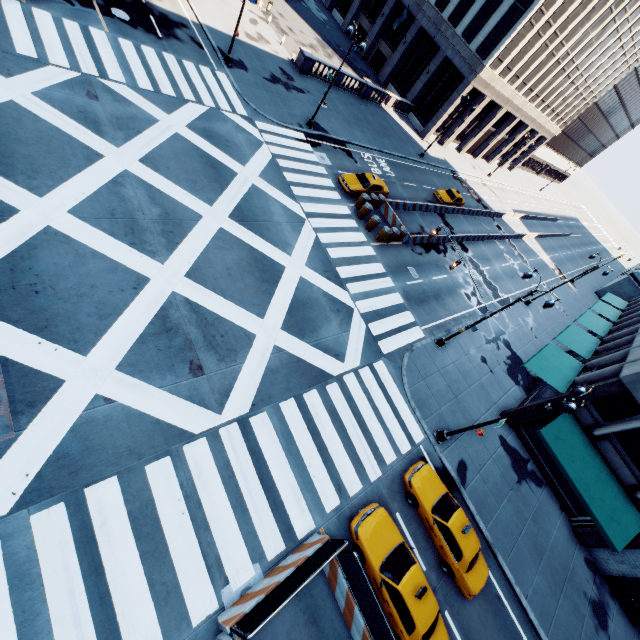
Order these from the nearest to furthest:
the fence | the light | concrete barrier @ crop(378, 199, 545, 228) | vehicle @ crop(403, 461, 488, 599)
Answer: the fence → the light → vehicle @ crop(403, 461, 488, 599) → concrete barrier @ crop(378, 199, 545, 228)

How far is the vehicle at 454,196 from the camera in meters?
35.2 m

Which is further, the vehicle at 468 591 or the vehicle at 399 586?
the vehicle at 468 591

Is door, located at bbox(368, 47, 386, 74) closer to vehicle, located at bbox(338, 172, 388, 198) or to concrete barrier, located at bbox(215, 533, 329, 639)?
vehicle, located at bbox(338, 172, 388, 198)

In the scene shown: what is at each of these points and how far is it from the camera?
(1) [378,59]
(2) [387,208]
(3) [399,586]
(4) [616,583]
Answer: (1) door, 47.4m
(2) concrete barrier, 27.1m
(3) vehicle, 11.3m
(4) door, 18.9m

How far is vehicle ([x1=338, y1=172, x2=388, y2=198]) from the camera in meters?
25.2 m

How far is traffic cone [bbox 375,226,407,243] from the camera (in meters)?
24.09

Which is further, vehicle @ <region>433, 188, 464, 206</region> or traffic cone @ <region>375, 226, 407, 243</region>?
vehicle @ <region>433, 188, 464, 206</region>
